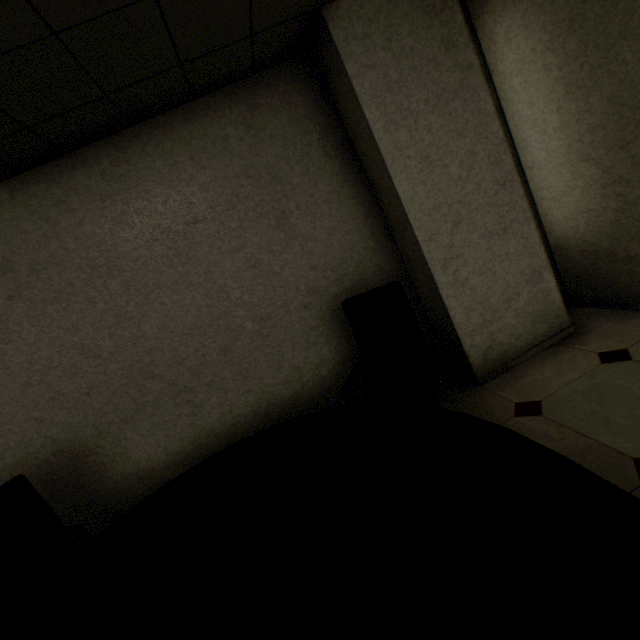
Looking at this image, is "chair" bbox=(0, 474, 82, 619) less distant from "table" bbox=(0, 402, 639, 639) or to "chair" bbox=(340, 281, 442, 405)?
"table" bbox=(0, 402, 639, 639)

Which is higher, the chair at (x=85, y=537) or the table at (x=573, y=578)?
the table at (x=573, y=578)

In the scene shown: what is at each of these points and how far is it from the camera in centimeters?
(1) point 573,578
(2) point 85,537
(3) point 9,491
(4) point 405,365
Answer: (1) table, 64cm
(2) chair, 191cm
(3) chair, 191cm
(4) chair, 221cm

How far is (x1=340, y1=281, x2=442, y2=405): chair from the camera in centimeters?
205cm

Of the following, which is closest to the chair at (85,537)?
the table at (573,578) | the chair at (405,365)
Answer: the table at (573,578)

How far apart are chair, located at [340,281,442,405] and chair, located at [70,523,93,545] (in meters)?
1.66

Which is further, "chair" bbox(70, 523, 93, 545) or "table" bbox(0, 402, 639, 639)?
"chair" bbox(70, 523, 93, 545)
